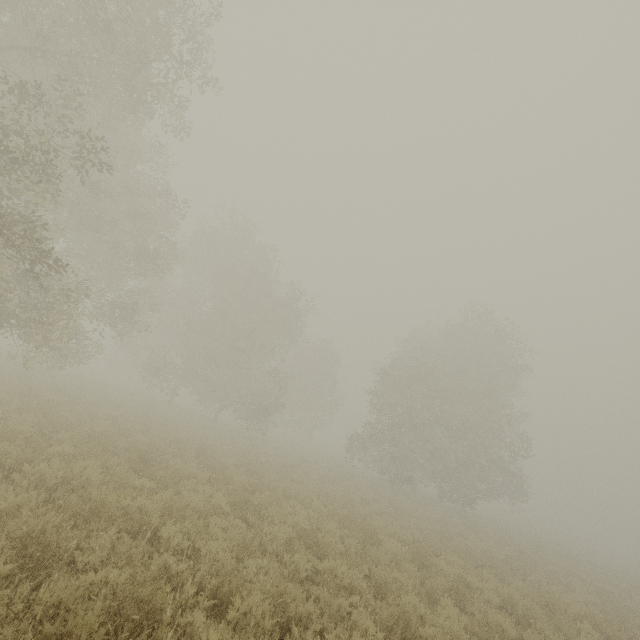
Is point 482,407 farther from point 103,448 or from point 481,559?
point 103,448
